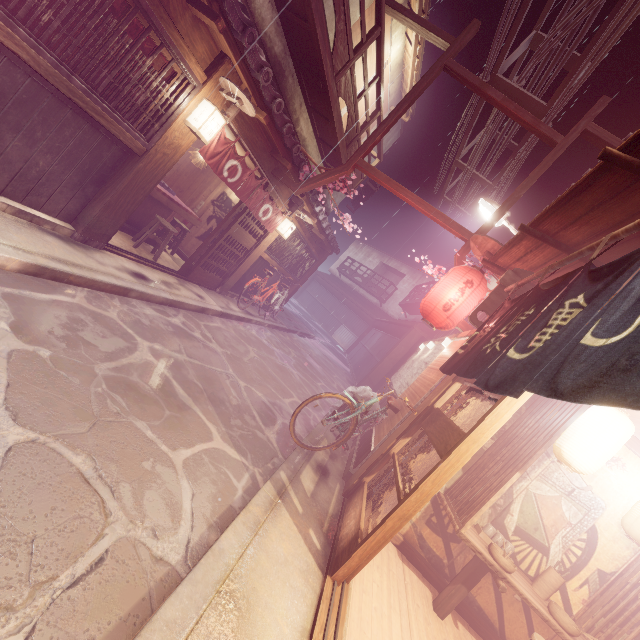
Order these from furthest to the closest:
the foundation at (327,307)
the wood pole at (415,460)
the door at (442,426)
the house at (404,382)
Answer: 1. the foundation at (327,307)
2. the house at (404,382)
3. the wood pole at (415,460)
4. the door at (442,426)

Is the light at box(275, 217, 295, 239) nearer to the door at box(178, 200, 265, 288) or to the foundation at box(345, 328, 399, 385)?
the door at box(178, 200, 265, 288)

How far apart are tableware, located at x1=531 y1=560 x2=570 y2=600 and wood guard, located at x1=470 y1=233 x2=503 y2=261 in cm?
704

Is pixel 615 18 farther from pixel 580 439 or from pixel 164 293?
pixel 164 293

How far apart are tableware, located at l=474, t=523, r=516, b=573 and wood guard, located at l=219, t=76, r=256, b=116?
10.9 meters

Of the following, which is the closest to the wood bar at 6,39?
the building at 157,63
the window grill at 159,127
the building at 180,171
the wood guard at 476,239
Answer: the window grill at 159,127

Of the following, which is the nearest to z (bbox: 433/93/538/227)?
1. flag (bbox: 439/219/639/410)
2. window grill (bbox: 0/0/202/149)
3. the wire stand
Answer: the wire stand

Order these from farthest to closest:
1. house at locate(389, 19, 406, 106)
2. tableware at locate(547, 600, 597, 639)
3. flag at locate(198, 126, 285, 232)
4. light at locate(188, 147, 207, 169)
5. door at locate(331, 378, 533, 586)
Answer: house at locate(389, 19, 406, 106) < light at locate(188, 147, 207, 169) < flag at locate(198, 126, 285, 232) < tableware at locate(547, 600, 597, 639) < door at locate(331, 378, 533, 586)
